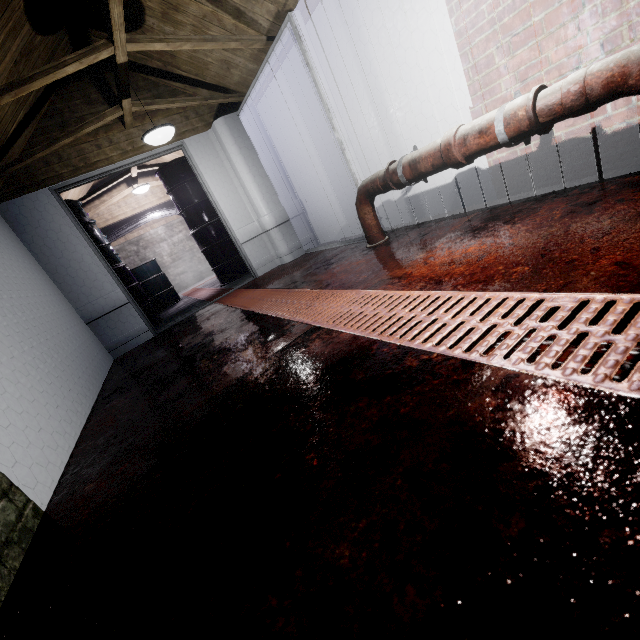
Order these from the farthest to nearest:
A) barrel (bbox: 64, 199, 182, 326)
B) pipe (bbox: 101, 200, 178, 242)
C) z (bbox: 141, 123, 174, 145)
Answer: pipe (bbox: 101, 200, 178, 242) < barrel (bbox: 64, 199, 182, 326) < z (bbox: 141, 123, 174, 145)

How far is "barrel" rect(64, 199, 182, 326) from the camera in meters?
4.6 m

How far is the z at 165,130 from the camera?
3.03m

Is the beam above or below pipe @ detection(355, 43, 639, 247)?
above

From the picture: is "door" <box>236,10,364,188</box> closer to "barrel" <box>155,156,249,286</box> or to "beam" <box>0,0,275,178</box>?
"beam" <box>0,0,275,178</box>

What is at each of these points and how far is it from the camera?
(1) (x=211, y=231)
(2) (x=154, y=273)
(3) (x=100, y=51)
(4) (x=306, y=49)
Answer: (1) barrel, 5.40m
(2) barrel, 6.75m
(3) beam, 2.51m
(4) door, 2.70m

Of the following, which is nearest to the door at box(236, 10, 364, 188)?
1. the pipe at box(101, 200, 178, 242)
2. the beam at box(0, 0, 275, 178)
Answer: the beam at box(0, 0, 275, 178)

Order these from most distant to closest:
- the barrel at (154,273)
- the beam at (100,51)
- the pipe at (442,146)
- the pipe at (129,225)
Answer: the pipe at (129,225) < the barrel at (154,273) < the beam at (100,51) < the pipe at (442,146)
